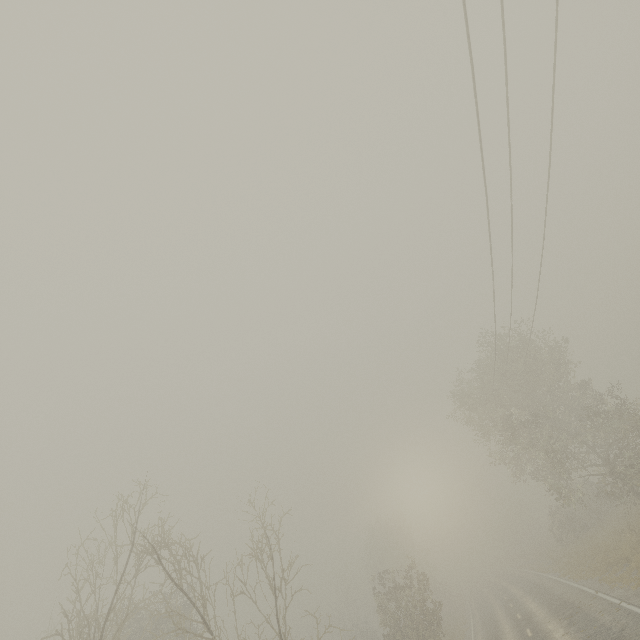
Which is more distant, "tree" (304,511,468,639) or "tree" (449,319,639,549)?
"tree" (304,511,468,639)

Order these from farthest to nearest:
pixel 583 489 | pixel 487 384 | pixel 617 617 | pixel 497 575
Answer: pixel 497 575 → pixel 583 489 → pixel 487 384 → pixel 617 617

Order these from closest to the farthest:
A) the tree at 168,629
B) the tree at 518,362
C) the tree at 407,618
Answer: the tree at 168,629 < the tree at 518,362 < the tree at 407,618

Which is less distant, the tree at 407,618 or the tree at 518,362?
the tree at 518,362

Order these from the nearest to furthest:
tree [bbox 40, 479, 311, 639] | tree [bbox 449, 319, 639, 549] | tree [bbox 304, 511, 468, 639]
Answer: tree [bbox 40, 479, 311, 639] → tree [bbox 449, 319, 639, 549] → tree [bbox 304, 511, 468, 639]
